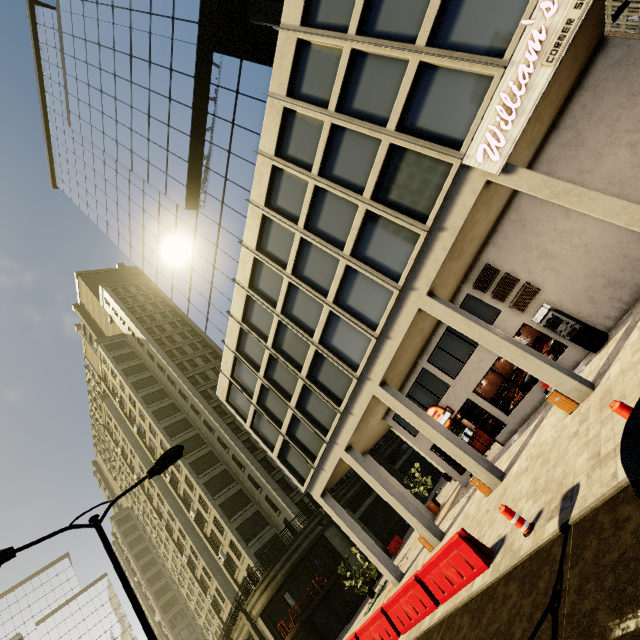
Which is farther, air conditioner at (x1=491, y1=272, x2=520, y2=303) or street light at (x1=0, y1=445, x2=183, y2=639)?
air conditioner at (x1=491, y1=272, x2=520, y2=303)

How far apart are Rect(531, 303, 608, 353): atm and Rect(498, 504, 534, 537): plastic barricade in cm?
833

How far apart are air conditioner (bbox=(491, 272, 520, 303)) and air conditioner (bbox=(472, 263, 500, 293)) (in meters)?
0.19

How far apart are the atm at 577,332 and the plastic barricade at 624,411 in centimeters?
810cm

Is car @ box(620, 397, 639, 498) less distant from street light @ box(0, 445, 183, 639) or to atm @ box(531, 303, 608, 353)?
street light @ box(0, 445, 183, 639)

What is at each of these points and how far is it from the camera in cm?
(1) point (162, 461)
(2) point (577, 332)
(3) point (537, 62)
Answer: (1) street light, 884
(2) atm, 1279
(3) sign, 888

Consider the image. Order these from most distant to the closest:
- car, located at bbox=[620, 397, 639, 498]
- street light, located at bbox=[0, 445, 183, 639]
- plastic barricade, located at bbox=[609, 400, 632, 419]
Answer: street light, located at bbox=[0, 445, 183, 639]
plastic barricade, located at bbox=[609, 400, 632, 419]
car, located at bbox=[620, 397, 639, 498]

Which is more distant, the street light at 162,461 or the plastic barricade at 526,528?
the plastic barricade at 526,528
